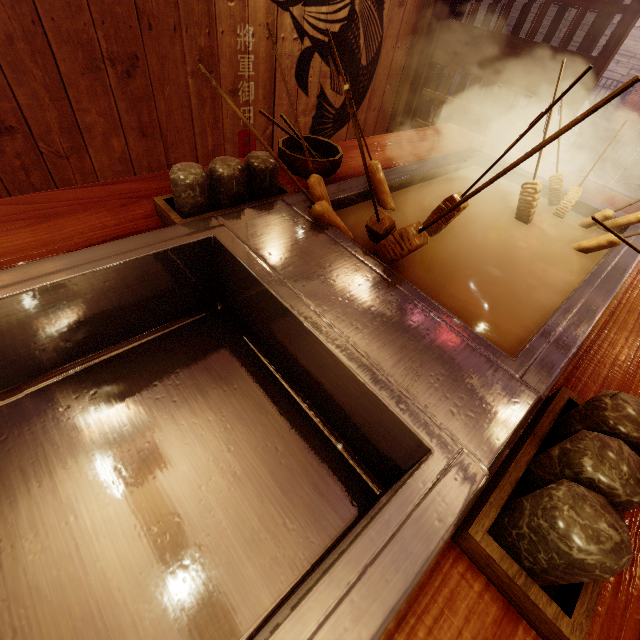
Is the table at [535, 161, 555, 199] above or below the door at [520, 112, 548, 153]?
above

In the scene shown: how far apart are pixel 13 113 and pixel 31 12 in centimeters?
82cm

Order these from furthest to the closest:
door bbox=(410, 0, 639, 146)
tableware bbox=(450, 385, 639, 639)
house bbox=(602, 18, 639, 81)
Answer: house bbox=(602, 18, 639, 81) < door bbox=(410, 0, 639, 146) < tableware bbox=(450, 385, 639, 639)

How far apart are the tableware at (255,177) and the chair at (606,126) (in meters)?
12.96

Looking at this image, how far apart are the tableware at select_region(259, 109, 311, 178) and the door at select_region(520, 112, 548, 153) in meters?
4.0 m

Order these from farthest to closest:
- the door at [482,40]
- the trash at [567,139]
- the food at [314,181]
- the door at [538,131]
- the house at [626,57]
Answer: the trash at [567,139]
the house at [626,57]
the door at [538,131]
the door at [482,40]
the food at [314,181]

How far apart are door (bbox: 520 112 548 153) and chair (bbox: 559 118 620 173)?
7.65m

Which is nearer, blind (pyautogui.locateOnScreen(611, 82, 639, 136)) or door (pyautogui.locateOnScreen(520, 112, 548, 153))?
door (pyautogui.locateOnScreen(520, 112, 548, 153))
